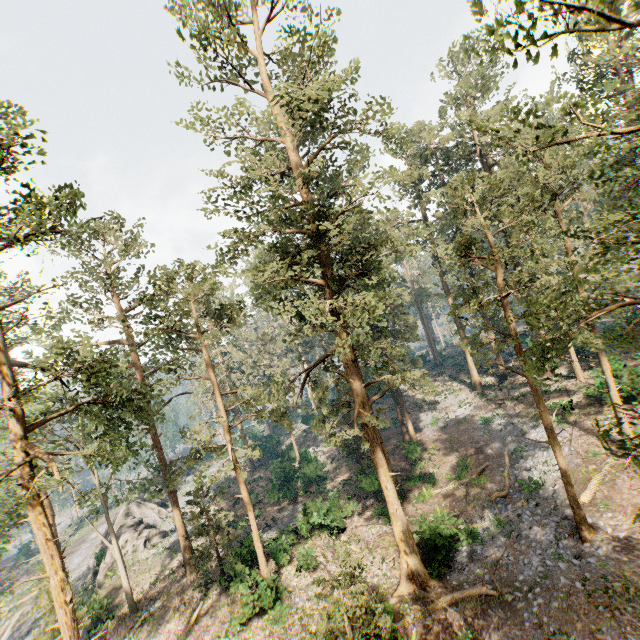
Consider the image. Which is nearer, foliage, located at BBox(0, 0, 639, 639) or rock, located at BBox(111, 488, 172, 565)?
foliage, located at BBox(0, 0, 639, 639)

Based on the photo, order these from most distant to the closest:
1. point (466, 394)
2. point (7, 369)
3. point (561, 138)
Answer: point (466, 394), point (7, 369), point (561, 138)

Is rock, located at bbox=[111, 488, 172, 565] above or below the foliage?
below

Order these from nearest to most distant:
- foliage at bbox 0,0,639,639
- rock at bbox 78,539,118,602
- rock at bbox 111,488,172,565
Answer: foliage at bbox 0,0,639,639 < rock at bbox 78,539,118,602 < rock at bbox 111,488,172,565

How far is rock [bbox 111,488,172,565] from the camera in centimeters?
3212cm

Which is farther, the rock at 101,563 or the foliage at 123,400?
the rock at 101,563
